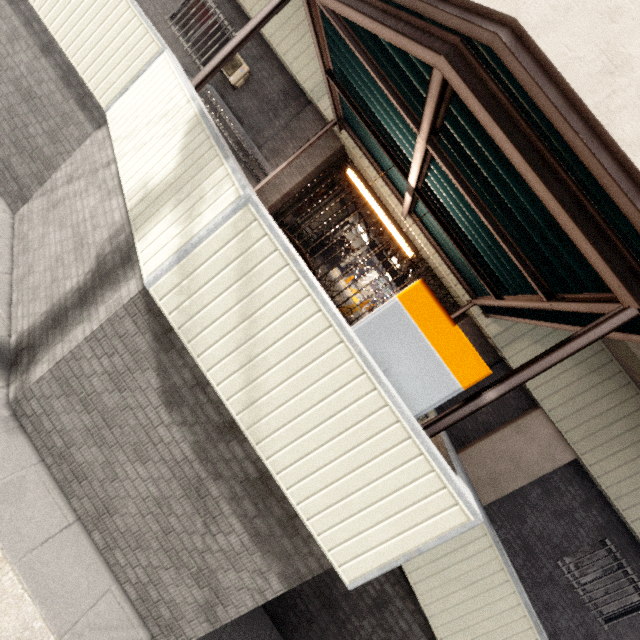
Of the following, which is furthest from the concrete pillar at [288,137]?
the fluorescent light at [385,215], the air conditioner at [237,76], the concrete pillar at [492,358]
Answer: the concrete pillar at [492,358]

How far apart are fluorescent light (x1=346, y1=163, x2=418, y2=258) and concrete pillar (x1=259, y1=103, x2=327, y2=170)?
2.8m

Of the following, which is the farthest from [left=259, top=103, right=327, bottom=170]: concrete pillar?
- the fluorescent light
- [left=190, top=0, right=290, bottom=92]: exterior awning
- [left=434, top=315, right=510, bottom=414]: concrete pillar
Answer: [left=434, top=315, right=510, bottom=414]: concrete pillar

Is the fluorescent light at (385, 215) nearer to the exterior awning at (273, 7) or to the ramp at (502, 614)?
the exterior awning at (273, 7)

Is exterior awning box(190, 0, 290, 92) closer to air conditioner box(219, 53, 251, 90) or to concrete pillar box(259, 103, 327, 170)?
concrete pillar box(259, 103, 327, 170)

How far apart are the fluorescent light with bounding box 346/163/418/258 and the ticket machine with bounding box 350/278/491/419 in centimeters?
245cm

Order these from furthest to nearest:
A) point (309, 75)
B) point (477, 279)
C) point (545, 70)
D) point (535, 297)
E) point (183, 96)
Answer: point (309, 75), point (477, 279), point (535, 297), point (183, 96), point (545, 70)

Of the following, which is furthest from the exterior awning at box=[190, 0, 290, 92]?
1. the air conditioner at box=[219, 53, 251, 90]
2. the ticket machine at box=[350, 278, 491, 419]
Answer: the air conditioner at box=[219, 53, 251, 90]
